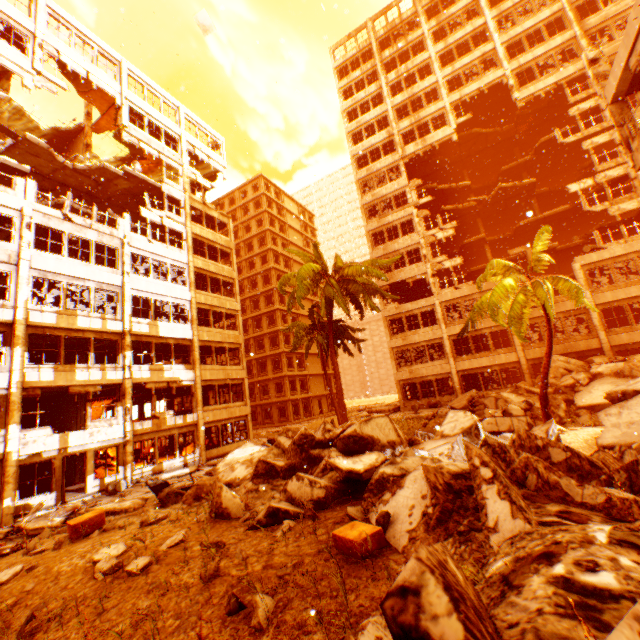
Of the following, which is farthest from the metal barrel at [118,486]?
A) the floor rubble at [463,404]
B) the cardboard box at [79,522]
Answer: the cardboard box at [79,522]

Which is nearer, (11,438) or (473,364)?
(11,438)

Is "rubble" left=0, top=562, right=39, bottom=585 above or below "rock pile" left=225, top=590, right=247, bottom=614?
below

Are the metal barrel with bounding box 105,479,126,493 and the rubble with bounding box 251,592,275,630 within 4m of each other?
A: no

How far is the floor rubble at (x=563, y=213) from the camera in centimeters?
2839cm

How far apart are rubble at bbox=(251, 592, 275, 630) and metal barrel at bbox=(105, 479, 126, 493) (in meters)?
15.69

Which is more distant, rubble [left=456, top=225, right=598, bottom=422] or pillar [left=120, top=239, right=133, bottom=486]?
pillar [left=120, top=239, right=133, bottom=486]

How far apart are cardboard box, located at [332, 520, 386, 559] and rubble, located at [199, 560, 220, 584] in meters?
1.4 m
